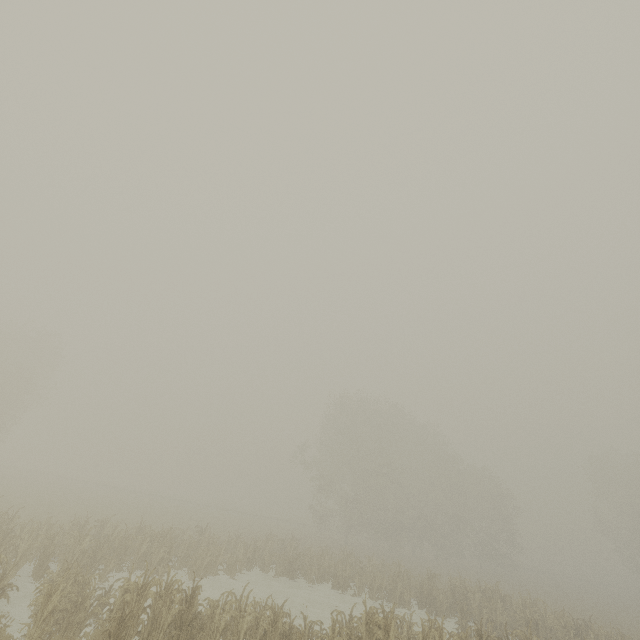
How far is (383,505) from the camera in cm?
3969

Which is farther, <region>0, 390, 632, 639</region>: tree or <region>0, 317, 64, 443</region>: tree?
<region>0, 317, 64, 443</region>: tree

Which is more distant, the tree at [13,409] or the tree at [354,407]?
the tree at [13,409]
